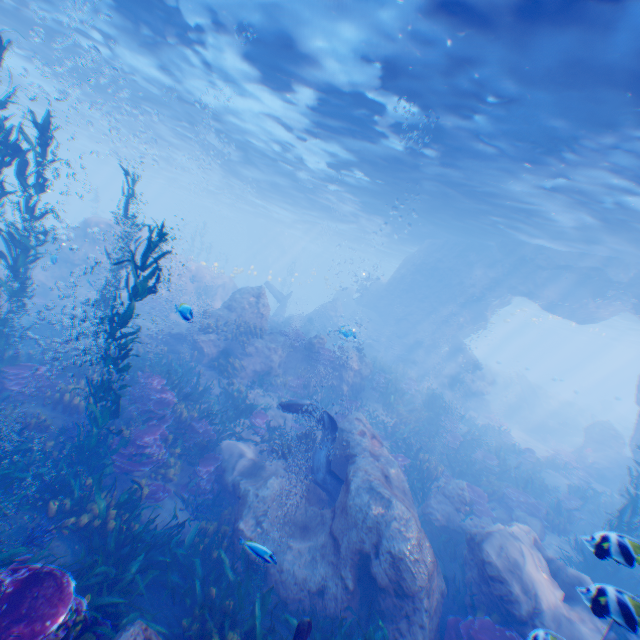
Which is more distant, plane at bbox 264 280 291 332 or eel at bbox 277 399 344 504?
plane at bbox 264 280 291 332

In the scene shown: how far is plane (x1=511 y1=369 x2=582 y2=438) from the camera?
28.91m

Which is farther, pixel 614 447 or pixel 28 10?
pixel 614 447

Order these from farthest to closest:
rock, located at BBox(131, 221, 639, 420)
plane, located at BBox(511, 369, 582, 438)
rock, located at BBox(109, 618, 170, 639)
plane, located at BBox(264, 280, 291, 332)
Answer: plane, located at BBox(511, 369, 582, 438)
plane, located at BBox(264, 280, 291, 332)
rock, located at BBox(131, 221, 639, 420)
rock, located at BBox(109, 618, 170, 639)

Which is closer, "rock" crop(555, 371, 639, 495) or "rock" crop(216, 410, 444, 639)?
"rock" crop(216, 410, 444, 639)

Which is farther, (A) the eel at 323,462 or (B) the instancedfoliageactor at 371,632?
(A) the eel at 323,462

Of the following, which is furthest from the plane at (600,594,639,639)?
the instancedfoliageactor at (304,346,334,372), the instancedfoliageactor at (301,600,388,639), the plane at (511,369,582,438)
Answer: the plane at (511,369,582,438)

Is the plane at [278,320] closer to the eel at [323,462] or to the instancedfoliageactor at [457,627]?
the instancedfoliageactor at [457,627]
